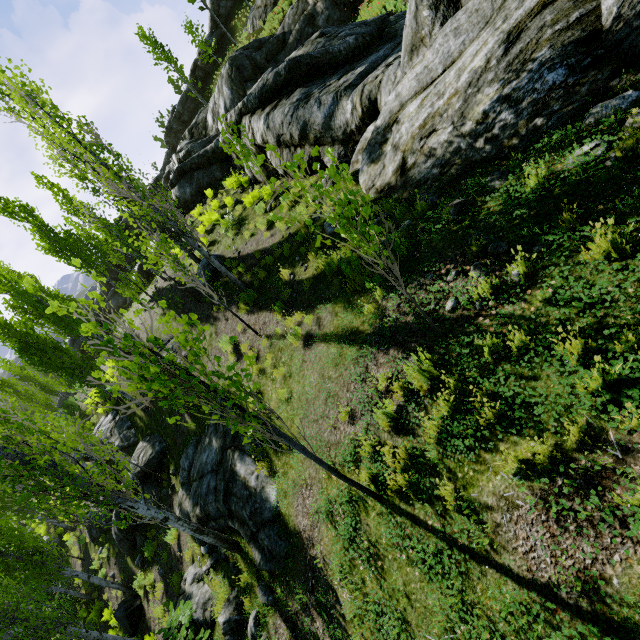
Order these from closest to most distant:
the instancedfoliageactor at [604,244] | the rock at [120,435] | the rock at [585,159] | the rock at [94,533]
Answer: the instancedfoliageactor at [604,244] → the rock at [585,159] → the rock at [94,533] → the rock at [120,435]

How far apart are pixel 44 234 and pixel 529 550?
25.4m

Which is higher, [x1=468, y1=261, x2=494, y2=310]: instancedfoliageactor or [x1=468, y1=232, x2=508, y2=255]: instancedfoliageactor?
[x1=468, y1=232, x2=508, y2=255]: instancedfoliageactor

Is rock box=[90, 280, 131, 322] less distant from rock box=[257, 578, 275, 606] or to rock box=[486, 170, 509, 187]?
rock box=[486, 170, 509, 187]

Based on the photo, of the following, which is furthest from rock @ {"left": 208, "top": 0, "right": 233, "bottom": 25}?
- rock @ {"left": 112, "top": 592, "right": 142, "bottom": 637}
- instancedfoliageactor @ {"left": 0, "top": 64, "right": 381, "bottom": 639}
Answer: rock @ {"left": 112, "top": 592, "right": 142, "bottom": 637}

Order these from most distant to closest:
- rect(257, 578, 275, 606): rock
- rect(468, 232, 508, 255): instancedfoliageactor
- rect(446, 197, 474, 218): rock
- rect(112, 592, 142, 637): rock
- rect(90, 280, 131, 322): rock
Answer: rect(90, 280, 131, 322): rock → rect(112, 592, 142, 637): rock → rect(257, 578, 275, 606): rock → rect(446, 197, 474, 218): rock → rect(468, 232, 508, 255): instancedfoliageactor

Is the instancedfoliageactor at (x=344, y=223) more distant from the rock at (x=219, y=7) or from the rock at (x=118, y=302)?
the rock at (x=219, y=7)

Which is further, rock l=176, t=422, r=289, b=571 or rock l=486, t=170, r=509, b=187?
rock l=176, t=422, r=289, b=571
